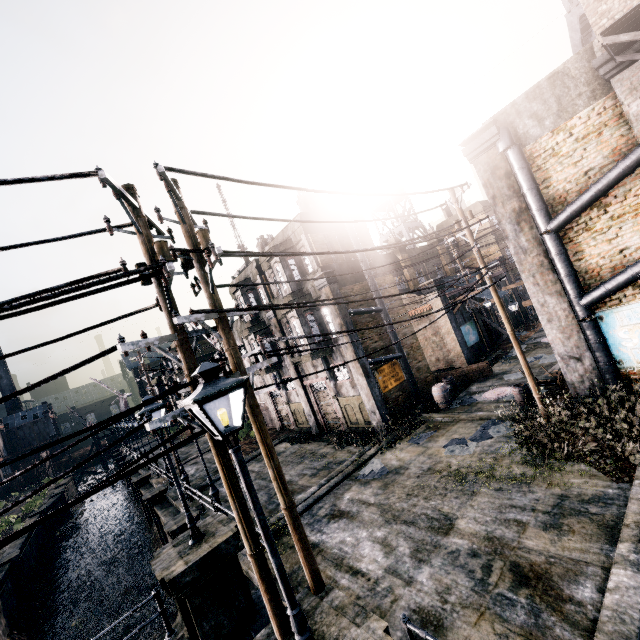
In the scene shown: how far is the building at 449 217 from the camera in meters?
37.3 m

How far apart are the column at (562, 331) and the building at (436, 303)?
11.3 meters

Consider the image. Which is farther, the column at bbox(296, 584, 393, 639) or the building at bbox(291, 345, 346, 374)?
the building at bbox(291, 345, 346, 374)

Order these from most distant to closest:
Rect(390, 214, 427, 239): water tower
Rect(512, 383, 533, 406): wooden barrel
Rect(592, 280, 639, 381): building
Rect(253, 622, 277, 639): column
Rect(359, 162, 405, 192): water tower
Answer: Rect(359, 162, 405, 192): water tower < Rect(390, 214, 427, 239): water tower < Rect(512, 383, 533, 406): wooden barrel < Rect(592, 280, 639, 381): building < Rect(253, 622, 277, 639): column

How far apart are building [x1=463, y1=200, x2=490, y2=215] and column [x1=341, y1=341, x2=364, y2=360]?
24.7 meters

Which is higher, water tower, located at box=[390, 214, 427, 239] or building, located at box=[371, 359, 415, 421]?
water tower, located at box=[390, 214, 427, 239]

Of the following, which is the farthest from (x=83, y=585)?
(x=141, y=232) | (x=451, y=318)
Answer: (x=451, y=318)

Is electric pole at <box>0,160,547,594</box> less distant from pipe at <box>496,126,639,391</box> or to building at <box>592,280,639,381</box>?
pipe at <box>496,126,639,391</box>
